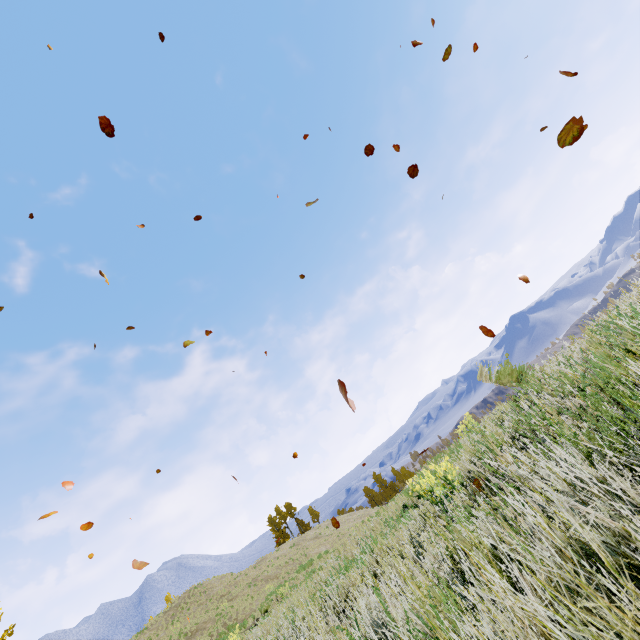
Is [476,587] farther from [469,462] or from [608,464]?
[469,462]
